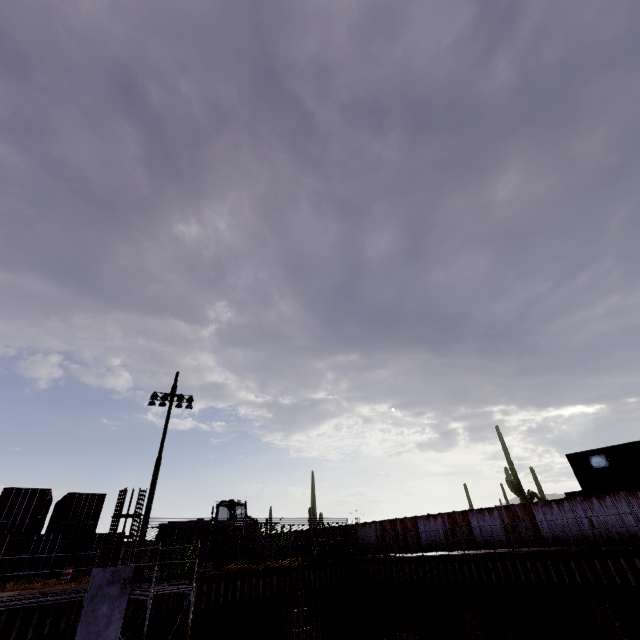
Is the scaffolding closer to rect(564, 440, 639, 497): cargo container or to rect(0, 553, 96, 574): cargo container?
rect(0, 553, 96, 574): cargo container

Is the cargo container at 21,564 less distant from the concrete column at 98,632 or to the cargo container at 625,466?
the concrete column at 98,632

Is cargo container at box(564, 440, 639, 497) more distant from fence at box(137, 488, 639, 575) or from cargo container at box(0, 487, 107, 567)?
cargo container at box(0, 487, 107, 567)

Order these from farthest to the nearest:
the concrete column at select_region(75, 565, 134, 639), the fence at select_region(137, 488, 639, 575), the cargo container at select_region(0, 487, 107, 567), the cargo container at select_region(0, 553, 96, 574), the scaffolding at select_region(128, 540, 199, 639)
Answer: the cargo container at select_region(0, 487, 107, 567) → the cargo container at select_region(0, 553, 96, 574) → the fence at select_region(137, 488, 639, 575) → the scaffolding at select_region(128, 540, 199, 639) → the concrete column at select_region(75, 565, 134, 639)

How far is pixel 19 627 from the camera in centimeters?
1207cm

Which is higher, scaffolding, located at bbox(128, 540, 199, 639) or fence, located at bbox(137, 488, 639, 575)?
fence, located at bbox(137, 488, 639, 575)

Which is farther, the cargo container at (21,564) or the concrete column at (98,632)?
the cargo container at (21,564)

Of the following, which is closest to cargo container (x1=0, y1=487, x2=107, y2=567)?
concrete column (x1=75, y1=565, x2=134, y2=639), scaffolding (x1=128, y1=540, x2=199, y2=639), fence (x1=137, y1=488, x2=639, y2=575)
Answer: fence (x1=137, y1=488, x2=639, y2=575)
